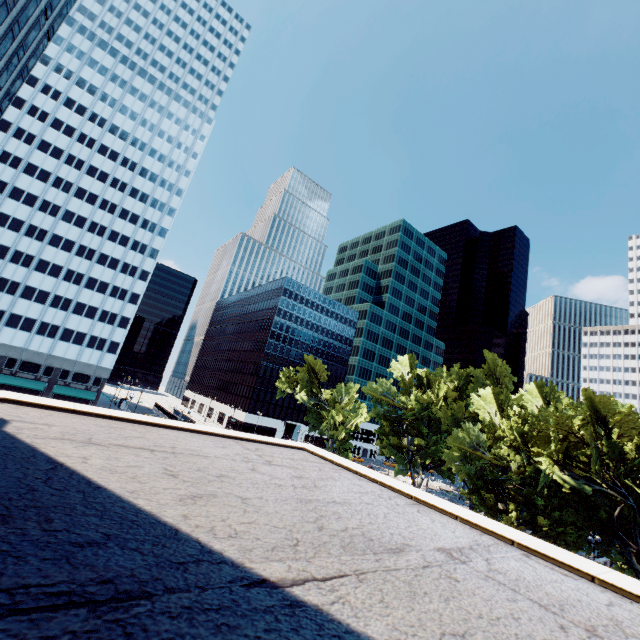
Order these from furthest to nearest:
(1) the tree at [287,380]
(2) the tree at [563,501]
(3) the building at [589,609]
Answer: (1) the tree at [287,380] < (2) the tree at [563,501] < (3) the building at [589,609]

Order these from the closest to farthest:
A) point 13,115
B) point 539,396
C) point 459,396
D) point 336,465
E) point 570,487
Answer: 1. point 336,465
2. point 570,487
3. point 539,396
4. point 459,396
5. point 13,115

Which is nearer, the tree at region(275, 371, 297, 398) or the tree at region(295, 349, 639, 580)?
the tree at region(295, 349, 639, 580)

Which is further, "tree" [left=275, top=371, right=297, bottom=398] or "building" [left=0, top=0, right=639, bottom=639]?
"tree" [left=275, top=371, right=297, bottom=398]

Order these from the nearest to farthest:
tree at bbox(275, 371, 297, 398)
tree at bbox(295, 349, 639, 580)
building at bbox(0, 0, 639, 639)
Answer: building at bbox(0, 0, 639, 639), tree at bbox(295, 349, 639, 580), tree at bbox(275, 371, 297, 398)

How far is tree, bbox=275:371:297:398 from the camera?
56.45m

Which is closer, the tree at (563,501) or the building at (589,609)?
the building at (589,609)
